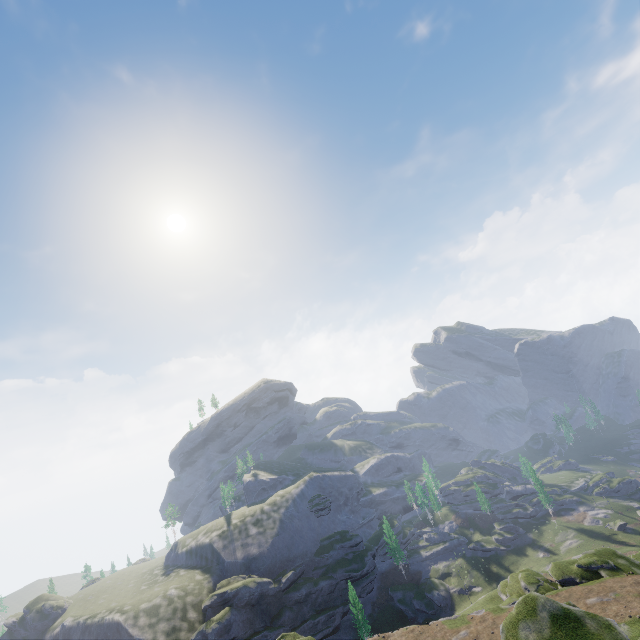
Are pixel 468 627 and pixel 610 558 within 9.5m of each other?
no
